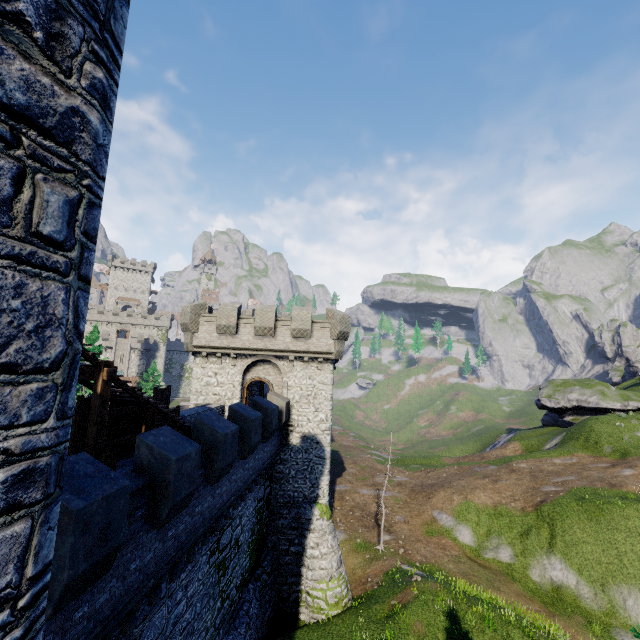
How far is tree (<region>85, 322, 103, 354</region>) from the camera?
34.69m

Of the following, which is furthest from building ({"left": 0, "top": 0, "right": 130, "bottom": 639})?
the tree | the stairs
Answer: the tree

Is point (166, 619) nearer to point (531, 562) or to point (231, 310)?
point (231, 310)

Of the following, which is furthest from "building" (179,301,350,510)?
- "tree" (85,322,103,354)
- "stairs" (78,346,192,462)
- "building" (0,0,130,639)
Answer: "building" (0,0,130,639)

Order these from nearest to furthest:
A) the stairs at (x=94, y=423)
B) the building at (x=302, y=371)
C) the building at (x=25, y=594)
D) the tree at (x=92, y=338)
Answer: the building at (x=25, y=594) < the stairs at (x=94, y=423) < the building at (x=302, y=371) < the tree at (x=92, y=338)

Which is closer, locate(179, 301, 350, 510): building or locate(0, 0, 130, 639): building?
locate(0, 0, 130, 639): building

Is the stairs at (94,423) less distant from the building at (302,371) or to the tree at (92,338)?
the building at (302,371)
